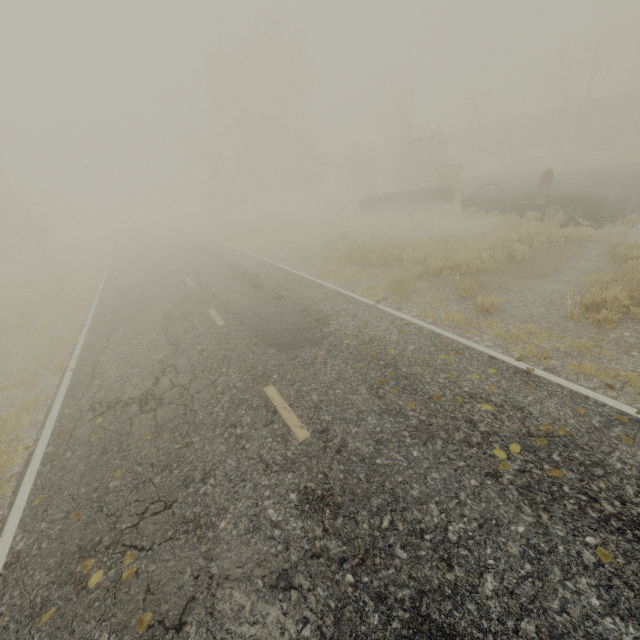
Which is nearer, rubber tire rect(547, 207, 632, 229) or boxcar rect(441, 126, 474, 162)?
rubber tire rect(547, 207, 632, 229)

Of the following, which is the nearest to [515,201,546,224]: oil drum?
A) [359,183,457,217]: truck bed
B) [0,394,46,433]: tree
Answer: [359,183,457,217]: truck bed

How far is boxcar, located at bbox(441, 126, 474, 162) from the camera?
43.40m

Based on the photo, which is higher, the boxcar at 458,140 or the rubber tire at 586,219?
the boxcar at 458,140

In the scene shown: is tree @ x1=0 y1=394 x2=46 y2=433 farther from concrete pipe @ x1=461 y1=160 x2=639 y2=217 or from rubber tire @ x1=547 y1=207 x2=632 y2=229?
rubber tire @ x1=547 y1=207 x2=632 y2=229

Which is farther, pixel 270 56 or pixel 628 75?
pixel 628 75

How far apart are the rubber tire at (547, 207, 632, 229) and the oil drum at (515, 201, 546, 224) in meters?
1.0 m

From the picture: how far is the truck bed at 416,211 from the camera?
19.23m
